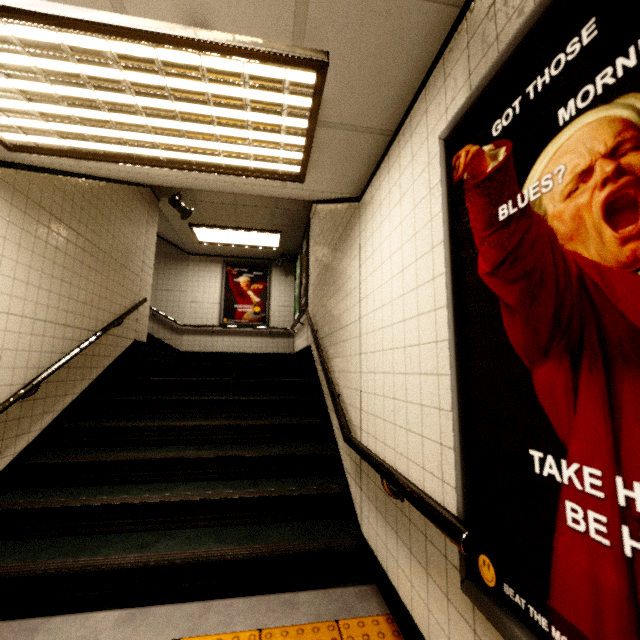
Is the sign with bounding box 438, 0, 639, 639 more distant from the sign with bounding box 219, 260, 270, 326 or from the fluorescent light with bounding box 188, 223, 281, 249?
the sign with bounding box 219, 260, 270, 326

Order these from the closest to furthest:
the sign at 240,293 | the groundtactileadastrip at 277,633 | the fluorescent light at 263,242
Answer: the groundtactileadastrip at 277,633 < the fluorescent light at 263,242 < the sign at 240,293

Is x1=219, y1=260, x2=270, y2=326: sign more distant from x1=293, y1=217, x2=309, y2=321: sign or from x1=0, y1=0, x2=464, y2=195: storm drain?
x1=0, y1=0, x2=464, y2=195: storm drain

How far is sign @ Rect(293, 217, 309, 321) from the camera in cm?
609

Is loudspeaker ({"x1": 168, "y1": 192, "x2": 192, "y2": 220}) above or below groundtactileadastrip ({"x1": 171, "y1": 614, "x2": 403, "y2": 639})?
above

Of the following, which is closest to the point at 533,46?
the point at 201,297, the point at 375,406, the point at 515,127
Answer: the point at 515,127

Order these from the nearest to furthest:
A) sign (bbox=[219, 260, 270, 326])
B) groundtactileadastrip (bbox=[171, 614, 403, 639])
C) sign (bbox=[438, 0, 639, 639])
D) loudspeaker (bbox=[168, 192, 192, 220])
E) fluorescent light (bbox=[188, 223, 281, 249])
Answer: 1. sign (bbox=[438, 0, 639, 639])
2. groundtactileadastrip (bbox=[171, 614, 403, 639])
3. loudspeaker (bbox=[168, 192, 192, 220])
4. fluorescent light (bbox=[188, 223, 281, 249])
5. sign (bbox=[219, 260, 270, 326])

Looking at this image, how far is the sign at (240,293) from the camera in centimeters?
859cm
